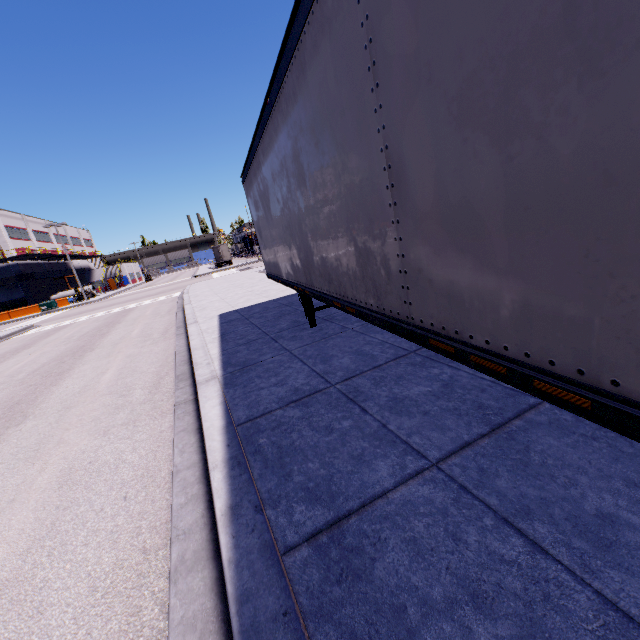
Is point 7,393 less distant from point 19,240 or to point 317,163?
point 317,163

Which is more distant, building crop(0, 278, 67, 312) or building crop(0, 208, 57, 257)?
building crop(0, 278, 67, 312)

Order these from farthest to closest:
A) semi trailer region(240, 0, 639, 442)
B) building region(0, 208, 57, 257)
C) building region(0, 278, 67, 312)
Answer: building region(0, 278, 67, 312) < building region(0, 208, 57, 257) < semi trailer region(240, 0, 639, 442)

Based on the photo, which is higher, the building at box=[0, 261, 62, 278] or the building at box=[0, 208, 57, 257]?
the building at box=[0, 208, 57, 257]

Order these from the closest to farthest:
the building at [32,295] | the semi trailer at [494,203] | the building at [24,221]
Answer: the semi trailer at [494,203] → the building at [24,221] → the building at [32,295]

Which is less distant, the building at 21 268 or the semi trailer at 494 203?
the semi trailer at 494 203
